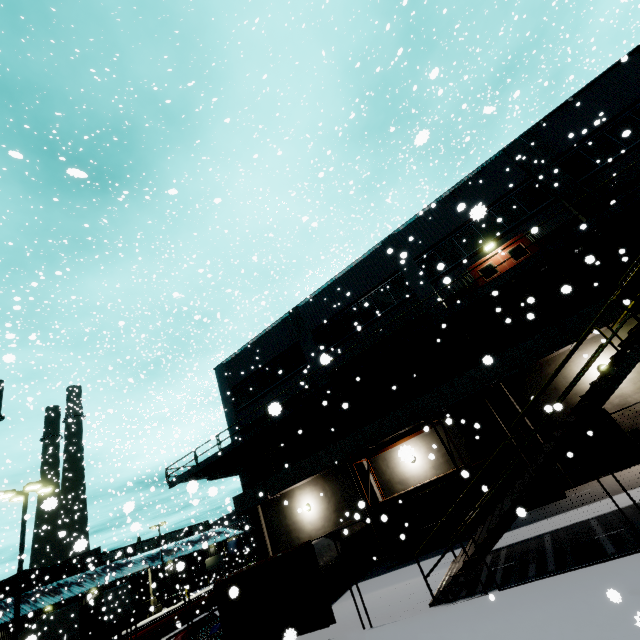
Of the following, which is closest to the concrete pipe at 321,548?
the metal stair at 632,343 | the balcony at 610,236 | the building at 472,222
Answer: the building at 472,222

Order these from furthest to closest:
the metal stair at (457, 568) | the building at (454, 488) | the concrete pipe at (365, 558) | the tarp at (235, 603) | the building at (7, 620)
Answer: the building at (7, 620) → the building at (454, 488) → the concrete pipe at (365, 558) → the tarp at (235, 603) → the metal stair at (457, 568)

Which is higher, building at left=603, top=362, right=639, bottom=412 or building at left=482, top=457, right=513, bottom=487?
building at left=603, top=362, right=639, bottom=412

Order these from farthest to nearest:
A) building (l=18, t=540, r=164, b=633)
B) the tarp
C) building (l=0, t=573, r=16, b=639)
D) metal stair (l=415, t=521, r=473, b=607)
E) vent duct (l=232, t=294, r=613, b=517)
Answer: building (l=18, t=540, r=164, b=633) < building (l=0, t=573, r=16, b=639) < vent duct (l=232, t=294, r=613, b=517) < the tarp < metal stair (l=415, t=521, r=473, b=607)

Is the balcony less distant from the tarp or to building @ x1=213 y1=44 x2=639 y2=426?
building @ x1=213 y1=44 x2=639 y2=426

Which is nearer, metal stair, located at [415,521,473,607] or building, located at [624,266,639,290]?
metal stair, located at [415,521,473,607]

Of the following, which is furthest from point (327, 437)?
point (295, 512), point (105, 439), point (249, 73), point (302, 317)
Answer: point (105, 439)

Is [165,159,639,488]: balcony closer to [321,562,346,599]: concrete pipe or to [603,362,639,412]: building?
[603,362,639,412]: building
